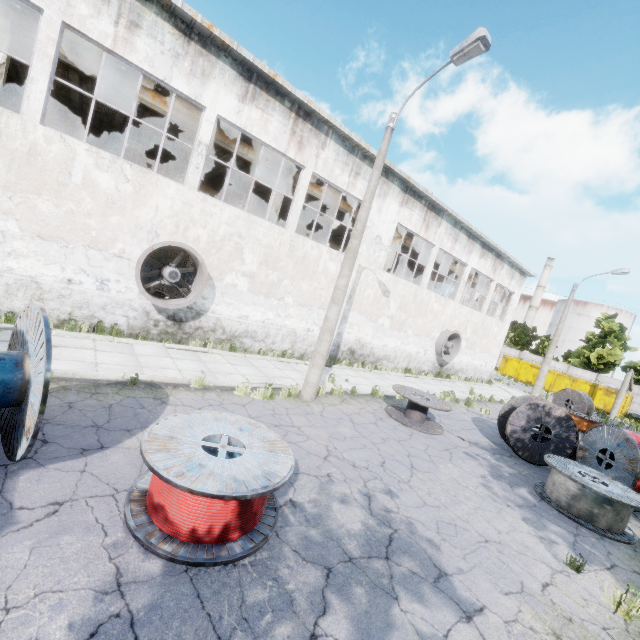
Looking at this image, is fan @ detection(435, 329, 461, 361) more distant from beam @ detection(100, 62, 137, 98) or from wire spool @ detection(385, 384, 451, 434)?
wire spool @ detection(385, 384, 451, 434)

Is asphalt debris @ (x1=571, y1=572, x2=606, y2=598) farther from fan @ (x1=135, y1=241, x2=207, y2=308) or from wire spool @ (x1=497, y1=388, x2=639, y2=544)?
fan @ (x1=135, y1=241, x2=207, y2=308)

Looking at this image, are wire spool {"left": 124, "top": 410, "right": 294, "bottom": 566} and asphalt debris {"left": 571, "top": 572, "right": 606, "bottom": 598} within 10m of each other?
yes

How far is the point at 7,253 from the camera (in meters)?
8.59

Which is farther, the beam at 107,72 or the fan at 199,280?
the beam at 107,72

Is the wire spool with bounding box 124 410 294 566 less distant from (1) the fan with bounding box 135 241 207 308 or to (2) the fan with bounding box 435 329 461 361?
(1) the fan with bounding box 135 241 207 308

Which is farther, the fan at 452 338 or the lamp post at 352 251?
the fan at 452 338

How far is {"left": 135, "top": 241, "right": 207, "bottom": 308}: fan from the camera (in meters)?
10.06
